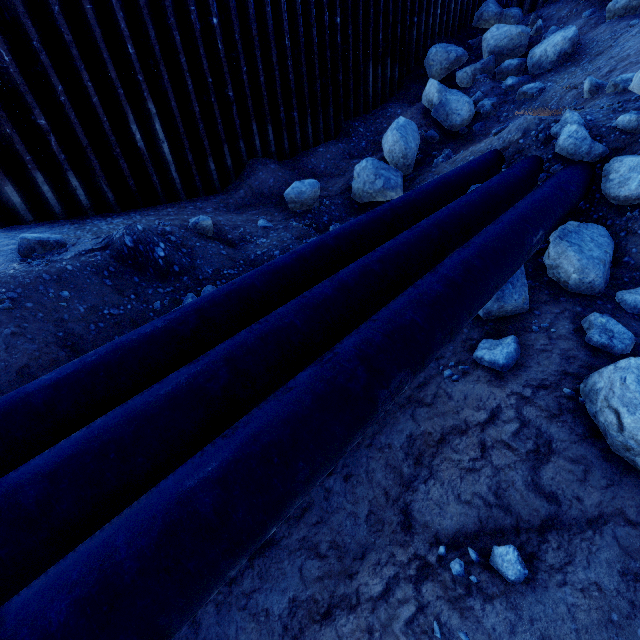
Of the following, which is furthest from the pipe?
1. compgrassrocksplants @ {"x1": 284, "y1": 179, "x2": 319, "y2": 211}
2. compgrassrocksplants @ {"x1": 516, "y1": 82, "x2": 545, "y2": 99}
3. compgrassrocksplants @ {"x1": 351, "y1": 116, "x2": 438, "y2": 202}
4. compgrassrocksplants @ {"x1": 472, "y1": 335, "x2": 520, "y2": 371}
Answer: compgrassrocksplants @ {"x1": 516, "y1": 82, "x2": 545, "y2": 99}

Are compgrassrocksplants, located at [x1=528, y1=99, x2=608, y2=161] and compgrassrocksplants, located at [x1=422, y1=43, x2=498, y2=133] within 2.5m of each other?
no

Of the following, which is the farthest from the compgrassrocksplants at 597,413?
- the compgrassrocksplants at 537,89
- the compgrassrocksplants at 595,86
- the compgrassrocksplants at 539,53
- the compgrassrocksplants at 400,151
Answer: the compgrassrocksplants at 539,53

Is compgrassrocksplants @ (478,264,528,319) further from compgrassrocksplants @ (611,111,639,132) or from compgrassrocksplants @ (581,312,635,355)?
compgrassrocksplants @ (611,111,639,132)

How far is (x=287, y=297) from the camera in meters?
3.7 m

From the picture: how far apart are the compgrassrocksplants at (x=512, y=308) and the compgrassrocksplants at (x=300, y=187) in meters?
4.1 m

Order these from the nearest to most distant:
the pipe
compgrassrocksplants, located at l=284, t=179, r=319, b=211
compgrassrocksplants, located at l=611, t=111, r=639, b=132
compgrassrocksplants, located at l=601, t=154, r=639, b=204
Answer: the pipe → compgrassrocksplants, located at l=601, t=154, r=639, b=204 → compgrassrocksplants, located at l=611, t=111, r=639, b=132 → compgrassrocksplants, located at l=284, t=179, r=319, b=211

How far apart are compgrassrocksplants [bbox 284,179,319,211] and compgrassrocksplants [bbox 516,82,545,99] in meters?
7.2
